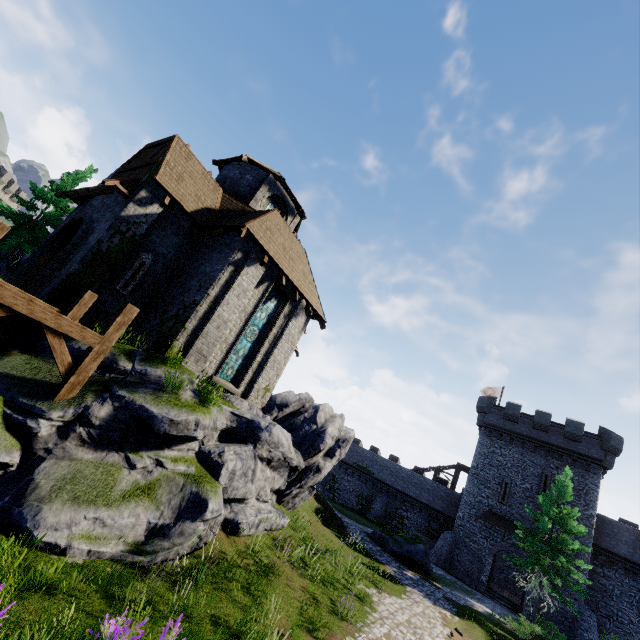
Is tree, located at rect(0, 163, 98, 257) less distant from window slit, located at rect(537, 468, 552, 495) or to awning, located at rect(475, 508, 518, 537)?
awning, located at rect(475, 508, 518, 537)

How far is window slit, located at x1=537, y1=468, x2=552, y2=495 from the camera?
29.25m

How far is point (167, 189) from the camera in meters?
12.6

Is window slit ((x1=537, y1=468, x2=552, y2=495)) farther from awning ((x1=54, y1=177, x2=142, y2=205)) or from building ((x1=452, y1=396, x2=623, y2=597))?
Result: awning ((x1=54, y1=177, x2=142, y2=205))

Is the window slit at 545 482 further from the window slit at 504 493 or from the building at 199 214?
the building at 199 214

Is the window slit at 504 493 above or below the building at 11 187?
below

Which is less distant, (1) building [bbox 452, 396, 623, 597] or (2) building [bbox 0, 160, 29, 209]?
(1) building [bbox 452, 396, 623, 597]

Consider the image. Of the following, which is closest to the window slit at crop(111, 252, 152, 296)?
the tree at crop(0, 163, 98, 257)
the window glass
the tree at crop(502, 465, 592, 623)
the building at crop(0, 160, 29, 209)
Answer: the window glass
